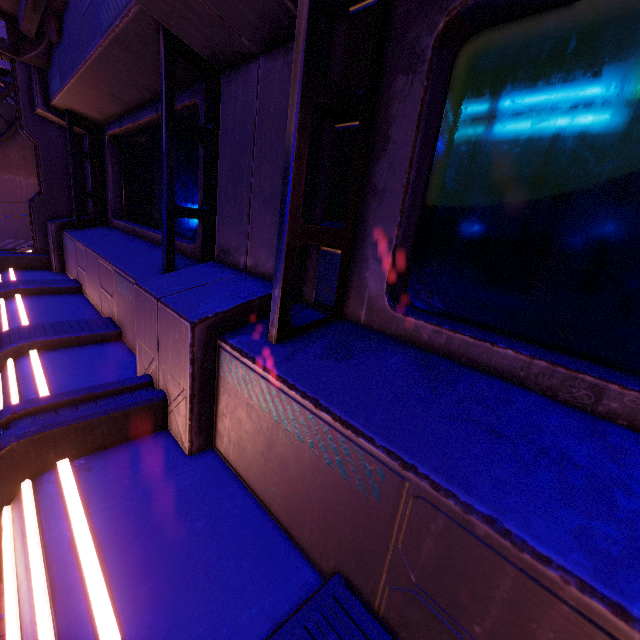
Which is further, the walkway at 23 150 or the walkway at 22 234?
the walkway at 22 234

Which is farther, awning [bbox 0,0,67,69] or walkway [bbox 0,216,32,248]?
walkway [bbox 0,216,32,248]

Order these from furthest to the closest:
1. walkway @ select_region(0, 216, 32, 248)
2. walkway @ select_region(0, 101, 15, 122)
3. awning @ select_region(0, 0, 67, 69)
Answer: walkway @ select_region(0, 216, 32, 248) → walkway @ select_region(0, 101, 15, 122) → awning @ select_region(0, 0, 67, 69)

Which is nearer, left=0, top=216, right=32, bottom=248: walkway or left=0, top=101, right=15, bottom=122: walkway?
left=0, top=101, right=15, bottom=122: walkway

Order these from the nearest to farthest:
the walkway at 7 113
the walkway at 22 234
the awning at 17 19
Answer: the awning at 17 19, the walkway at 7 113, the walkway at 22 234

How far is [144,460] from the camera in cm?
163
